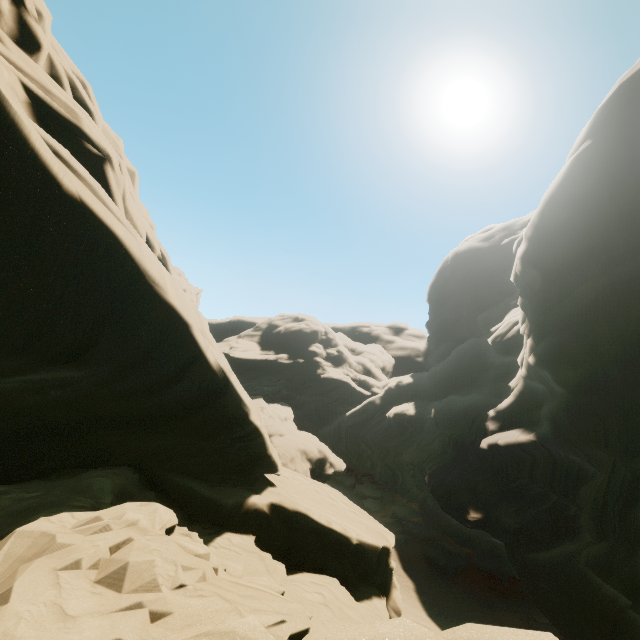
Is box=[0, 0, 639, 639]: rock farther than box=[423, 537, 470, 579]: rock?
No

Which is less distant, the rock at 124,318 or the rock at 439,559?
the rock at 124,318

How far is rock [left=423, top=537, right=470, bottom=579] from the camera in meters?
28.8

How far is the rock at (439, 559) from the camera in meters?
28.8

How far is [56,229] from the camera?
6.1 meters

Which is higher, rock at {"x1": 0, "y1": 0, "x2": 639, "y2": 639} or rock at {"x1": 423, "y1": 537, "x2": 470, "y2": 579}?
rock at {"x1": 0, "y1": 0, "x2": 639, "y2": 639}
